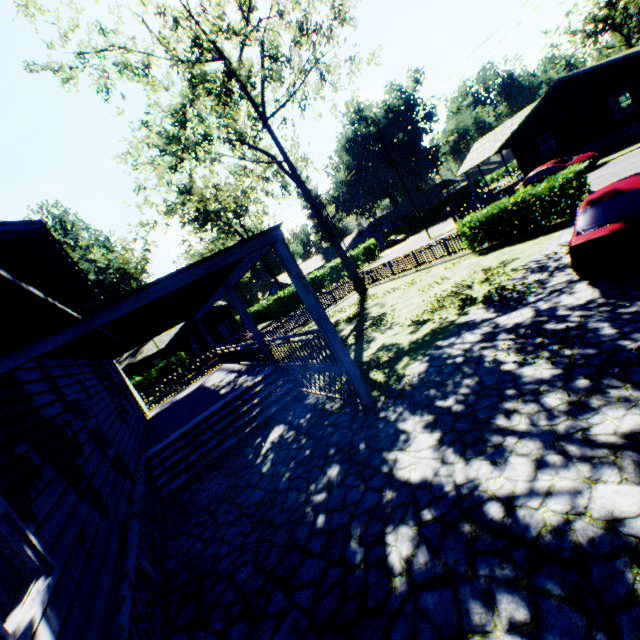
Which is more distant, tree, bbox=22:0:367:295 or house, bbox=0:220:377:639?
tree, bbox=22:0:367:295

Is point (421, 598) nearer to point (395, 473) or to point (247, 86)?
point (395, 473)

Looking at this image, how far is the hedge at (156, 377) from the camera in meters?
33.3

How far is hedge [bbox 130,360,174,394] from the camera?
33.3m

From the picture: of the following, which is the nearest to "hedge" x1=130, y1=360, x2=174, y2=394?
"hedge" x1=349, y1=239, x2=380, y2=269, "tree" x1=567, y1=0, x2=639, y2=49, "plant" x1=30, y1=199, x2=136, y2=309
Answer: "hedge" x1=349, y1=239, x2=380, y2=269

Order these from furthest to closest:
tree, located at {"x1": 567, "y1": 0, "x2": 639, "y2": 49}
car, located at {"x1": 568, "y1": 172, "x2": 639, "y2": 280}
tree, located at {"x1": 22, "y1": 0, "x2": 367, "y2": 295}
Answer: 1. tree, located at {"x1": 567, "y1": 0, "x2": 639, "y2": 49}
2. tree, located at {"x1": 22, "y1": 0, "x2": 367, "y2": 295}
3. car, located at {"x1": 568, "y1": 172, "x2": 639, "y2": 280}

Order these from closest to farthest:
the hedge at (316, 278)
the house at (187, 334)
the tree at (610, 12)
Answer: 1. the house at (187, 334)
2. the hedge at (316, 278)
3. the tree at (610, 12)

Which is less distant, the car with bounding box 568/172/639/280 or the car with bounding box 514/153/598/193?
the car with bounding box 568/172/639/280
